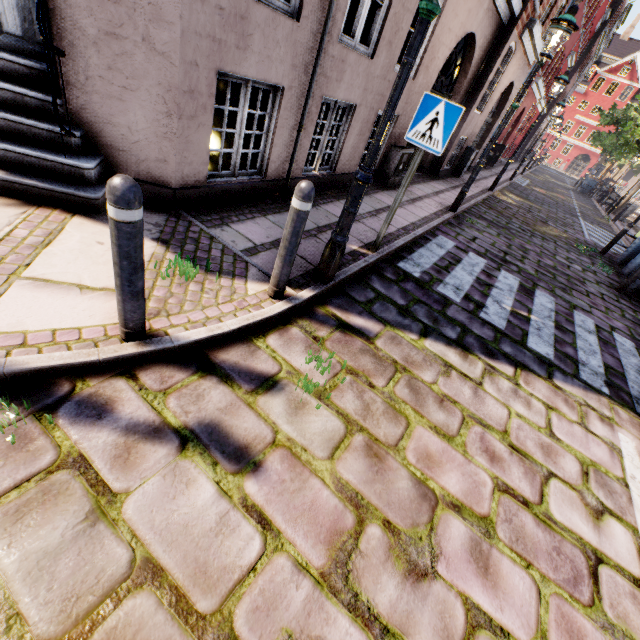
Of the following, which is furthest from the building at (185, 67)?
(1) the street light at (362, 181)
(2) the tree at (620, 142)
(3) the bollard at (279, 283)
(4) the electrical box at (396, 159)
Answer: (2) the tree at (620, 142)

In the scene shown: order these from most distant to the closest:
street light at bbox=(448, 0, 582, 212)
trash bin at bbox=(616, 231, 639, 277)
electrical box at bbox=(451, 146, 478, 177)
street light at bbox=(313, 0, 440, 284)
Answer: electrical box at bbox=(451, 146, 478, 177), trash bin at bbox=(616, 231, 639, 277), street light at bbox=(448, 0, 582, 212), street light at bbox=(313, 0, 440, 284)

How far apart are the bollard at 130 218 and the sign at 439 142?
3.25m

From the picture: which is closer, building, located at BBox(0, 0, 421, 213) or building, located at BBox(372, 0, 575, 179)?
building, located at BBox(0, 0, 421, 213)

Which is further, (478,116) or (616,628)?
(478,116)

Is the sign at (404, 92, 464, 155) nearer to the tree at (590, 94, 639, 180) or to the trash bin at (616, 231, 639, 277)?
the tree at (590, 94, 639, 180)

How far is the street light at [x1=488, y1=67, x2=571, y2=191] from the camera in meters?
10.2
